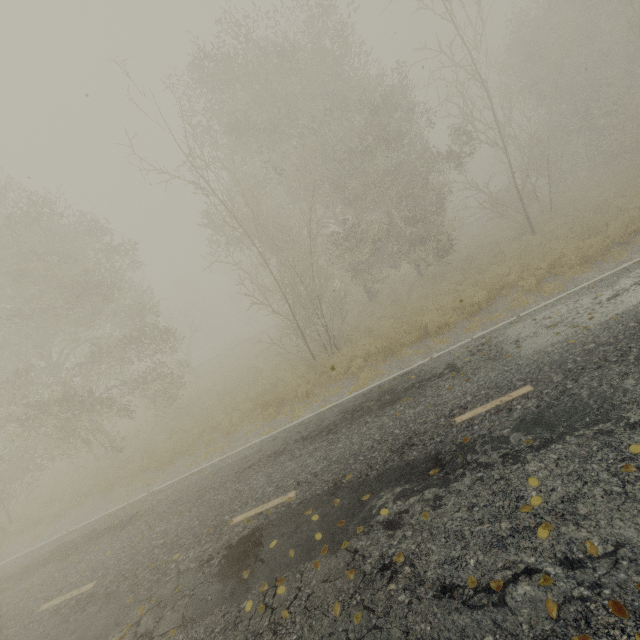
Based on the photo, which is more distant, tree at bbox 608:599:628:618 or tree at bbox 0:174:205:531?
tree at bbox 0:174:205:531

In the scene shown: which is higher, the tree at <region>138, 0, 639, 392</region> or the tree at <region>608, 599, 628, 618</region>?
the tree at <region>138, 0, 639, 392</region>

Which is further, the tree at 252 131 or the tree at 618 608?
the tree at 252 131

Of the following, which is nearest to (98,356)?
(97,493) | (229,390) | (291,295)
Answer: (97,493)

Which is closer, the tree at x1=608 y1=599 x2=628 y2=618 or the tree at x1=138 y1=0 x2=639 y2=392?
the tree at x1=608 y1=599 x2=628 y2=618

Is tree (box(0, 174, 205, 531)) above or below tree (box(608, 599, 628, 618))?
above

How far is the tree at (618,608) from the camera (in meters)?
2.75

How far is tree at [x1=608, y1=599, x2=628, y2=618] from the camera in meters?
2.7
